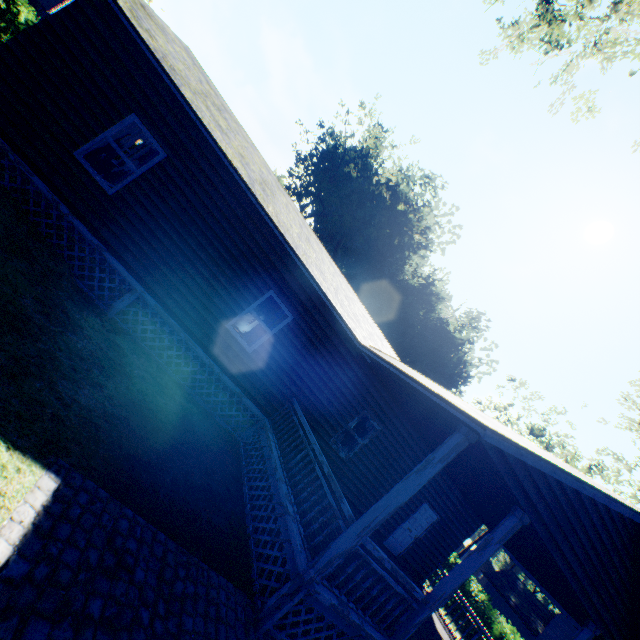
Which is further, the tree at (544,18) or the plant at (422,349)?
the plant at (422,349)

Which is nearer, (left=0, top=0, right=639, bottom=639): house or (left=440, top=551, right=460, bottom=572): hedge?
(left=0, top=0, right=639, bottom=639): house

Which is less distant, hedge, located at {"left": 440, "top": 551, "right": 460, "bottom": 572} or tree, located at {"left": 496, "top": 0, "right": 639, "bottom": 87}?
tree, located at {"left": 496, "top": 0, "right": 639, "bottom": 87}

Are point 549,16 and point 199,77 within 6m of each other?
no

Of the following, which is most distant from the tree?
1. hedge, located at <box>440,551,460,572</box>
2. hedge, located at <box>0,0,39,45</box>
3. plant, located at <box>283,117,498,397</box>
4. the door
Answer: hedge, located at <box>440,551,460,572</box>

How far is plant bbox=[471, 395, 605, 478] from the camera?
38.44m

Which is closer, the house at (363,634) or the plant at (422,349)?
the house at (363,634)
